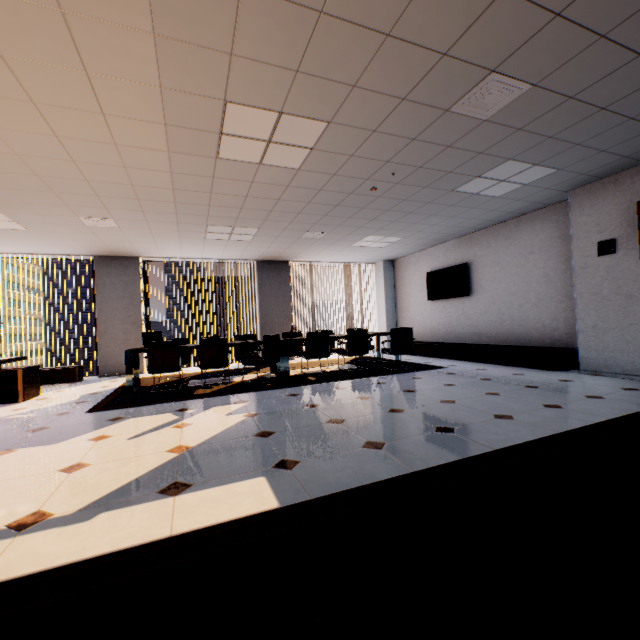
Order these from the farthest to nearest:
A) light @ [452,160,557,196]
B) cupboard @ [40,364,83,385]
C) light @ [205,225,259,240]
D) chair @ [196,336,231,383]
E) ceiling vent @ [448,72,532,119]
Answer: cupboard @ [40,364,83,385] < light @ [205,225,259,240] < chair @ [196,336,231,383] < light @ [452,160,557,196] < ceiling vent @ [448,72,532,119]

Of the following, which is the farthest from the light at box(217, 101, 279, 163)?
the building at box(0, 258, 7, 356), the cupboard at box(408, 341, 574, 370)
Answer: the building at box(0, 258, 7, 356)

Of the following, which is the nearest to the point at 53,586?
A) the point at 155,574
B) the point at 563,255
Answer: the point at 155,574

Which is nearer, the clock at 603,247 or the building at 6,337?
the clock at 603,247

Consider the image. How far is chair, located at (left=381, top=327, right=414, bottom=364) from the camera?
6.52m

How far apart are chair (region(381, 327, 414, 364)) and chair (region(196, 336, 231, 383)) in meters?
2.2

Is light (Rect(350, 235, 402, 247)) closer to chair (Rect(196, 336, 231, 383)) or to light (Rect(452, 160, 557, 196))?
light (Rect(452, 160, 557, 196))

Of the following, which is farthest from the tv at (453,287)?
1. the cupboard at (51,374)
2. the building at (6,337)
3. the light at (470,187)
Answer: the building at (6,337)
